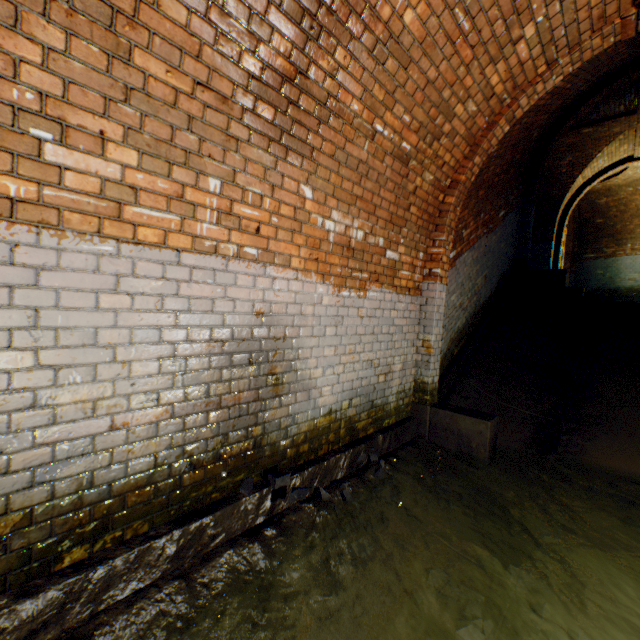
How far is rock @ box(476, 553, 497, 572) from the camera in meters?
2.4 m

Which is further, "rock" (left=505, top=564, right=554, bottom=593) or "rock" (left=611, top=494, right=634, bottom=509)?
"rock" (left=611, top=494, right=634, bottom=509)

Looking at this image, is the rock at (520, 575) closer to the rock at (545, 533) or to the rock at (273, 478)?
the rock at (545, 533)

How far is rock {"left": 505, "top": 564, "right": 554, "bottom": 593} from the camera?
2.4 meters

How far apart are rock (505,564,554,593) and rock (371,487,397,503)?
0.9 meters

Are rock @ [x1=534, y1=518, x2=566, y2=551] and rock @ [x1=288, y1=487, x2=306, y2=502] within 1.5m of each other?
no

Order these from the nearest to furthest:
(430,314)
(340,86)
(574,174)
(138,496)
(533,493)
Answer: (138,496) < (340,86) < (533,493) < (430,314) < (574,174)

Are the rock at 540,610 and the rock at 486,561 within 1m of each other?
yes
